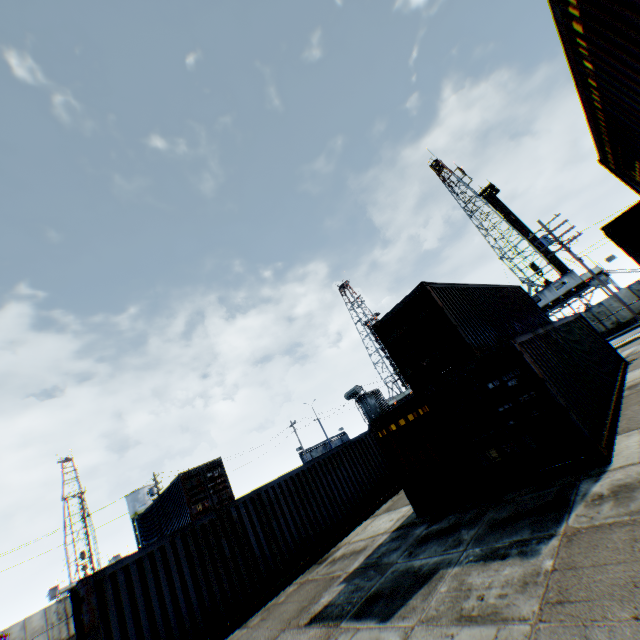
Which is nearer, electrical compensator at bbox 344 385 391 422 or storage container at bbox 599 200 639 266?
storage container at bbox 599 200 639 266

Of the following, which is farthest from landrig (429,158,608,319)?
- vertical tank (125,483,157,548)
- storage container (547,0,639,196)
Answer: vertical tank (125,483,157,548)

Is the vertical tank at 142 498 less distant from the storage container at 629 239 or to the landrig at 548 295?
the storage container at 629 239

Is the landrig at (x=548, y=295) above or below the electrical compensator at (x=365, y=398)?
above

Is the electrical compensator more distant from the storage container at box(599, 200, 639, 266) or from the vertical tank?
the vertical tank

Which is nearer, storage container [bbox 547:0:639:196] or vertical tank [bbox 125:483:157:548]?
storage container [bbox 547:0:639:196]

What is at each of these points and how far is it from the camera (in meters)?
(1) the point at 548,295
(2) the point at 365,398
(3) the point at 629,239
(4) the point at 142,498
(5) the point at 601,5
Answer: (1) landrig, 39.50
(2) electrical compensator, 30.81
(3) storage container, 15.69
(4) vertical tank, 47.84
(5) storage container, 3.32

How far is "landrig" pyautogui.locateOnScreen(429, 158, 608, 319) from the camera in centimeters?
3825cm
